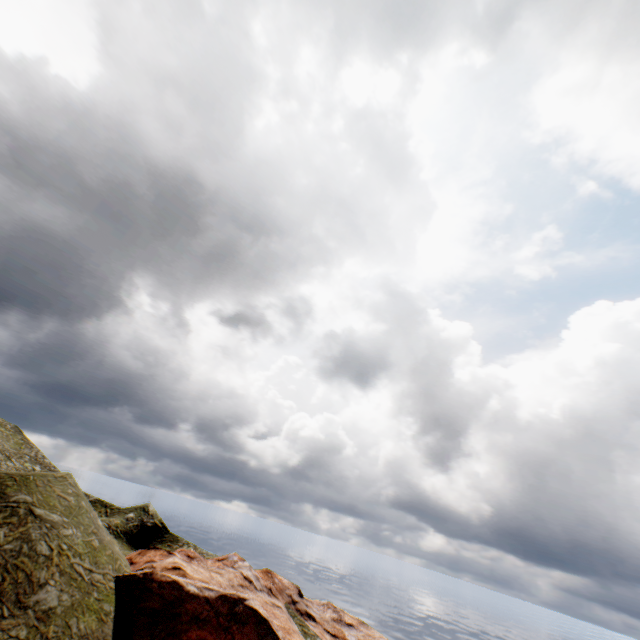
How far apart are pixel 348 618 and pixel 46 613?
37.0 meters
